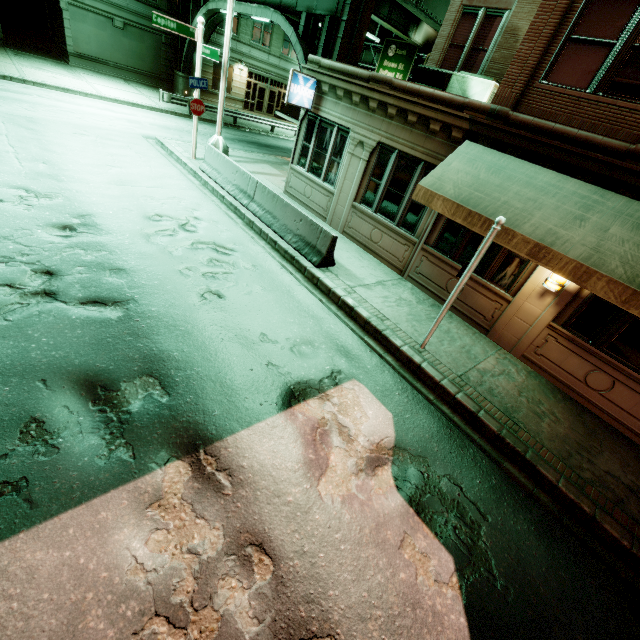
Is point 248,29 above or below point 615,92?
above

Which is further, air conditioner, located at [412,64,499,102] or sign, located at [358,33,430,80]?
sign, located at [358,33,430,80]

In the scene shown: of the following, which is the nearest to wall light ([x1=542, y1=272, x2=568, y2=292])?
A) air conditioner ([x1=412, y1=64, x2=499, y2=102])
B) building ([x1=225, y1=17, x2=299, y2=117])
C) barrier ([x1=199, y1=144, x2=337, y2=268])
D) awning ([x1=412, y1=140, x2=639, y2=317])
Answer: awning ([x1=412, y1=140, x2=639, y2=317])

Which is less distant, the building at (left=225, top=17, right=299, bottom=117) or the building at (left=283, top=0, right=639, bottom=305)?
the building at (left=283, top=0, right=639, bottom=305)

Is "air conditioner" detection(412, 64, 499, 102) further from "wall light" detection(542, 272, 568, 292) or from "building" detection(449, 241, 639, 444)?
"wall light" detection(542, 272, 568, 292)

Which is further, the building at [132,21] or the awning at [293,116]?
the building at [132,21]

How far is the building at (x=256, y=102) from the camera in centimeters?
3031cm

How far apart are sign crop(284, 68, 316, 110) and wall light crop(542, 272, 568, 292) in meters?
9.7 m
